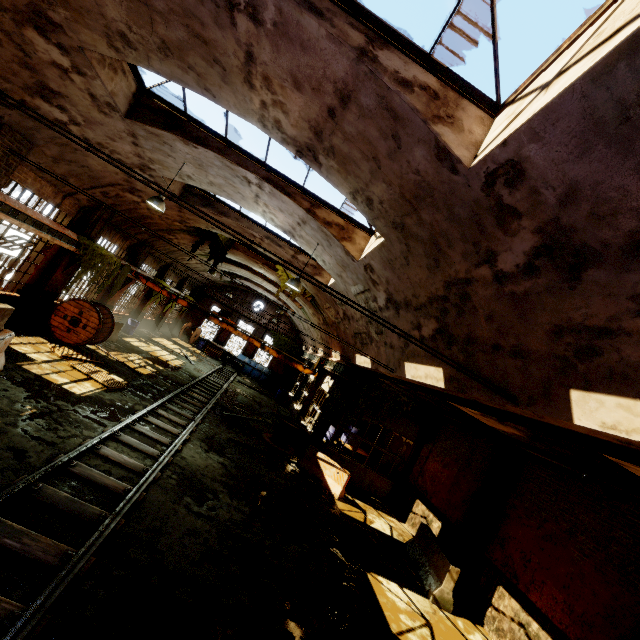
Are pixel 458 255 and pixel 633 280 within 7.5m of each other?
yes

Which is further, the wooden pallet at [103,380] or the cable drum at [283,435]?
the cable drum at [283,435]

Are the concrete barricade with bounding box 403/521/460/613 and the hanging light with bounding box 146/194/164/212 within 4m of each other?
no

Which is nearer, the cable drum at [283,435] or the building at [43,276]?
the building at [43,276]

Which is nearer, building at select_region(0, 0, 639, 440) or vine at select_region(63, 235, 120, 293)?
building at select_region(0, 0, 639, 440)

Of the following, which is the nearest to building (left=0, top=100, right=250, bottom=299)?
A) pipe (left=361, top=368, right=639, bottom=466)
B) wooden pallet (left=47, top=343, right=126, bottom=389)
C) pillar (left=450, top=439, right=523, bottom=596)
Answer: pipe (left=361, top=368, right=639, bottom=466)

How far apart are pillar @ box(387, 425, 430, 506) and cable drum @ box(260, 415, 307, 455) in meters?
5.0

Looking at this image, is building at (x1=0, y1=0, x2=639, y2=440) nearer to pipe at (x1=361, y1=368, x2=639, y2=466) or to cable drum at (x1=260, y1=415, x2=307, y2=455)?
pipe at (x1=361, y1=368, x2=639, y2=466)
